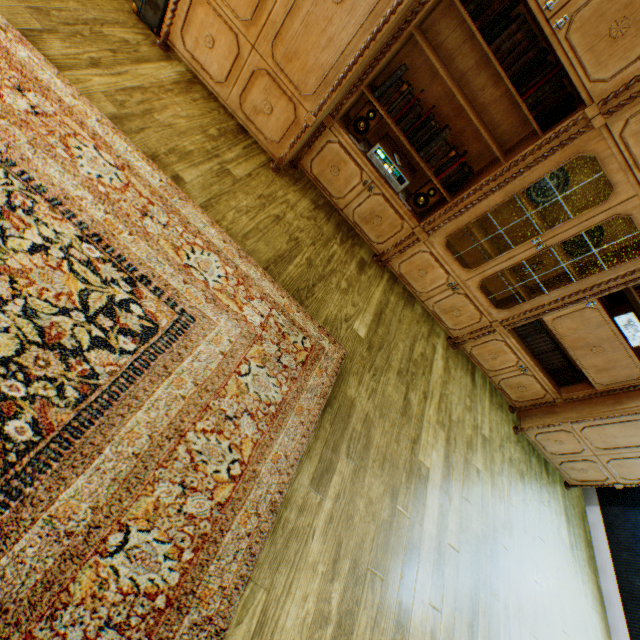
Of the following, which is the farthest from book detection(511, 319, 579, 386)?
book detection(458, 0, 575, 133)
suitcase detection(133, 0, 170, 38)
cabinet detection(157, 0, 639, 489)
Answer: suitcase detection(133, 0, 170, 38)

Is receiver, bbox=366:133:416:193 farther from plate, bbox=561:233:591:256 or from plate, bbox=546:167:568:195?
plate, bbox=561:233:591:256

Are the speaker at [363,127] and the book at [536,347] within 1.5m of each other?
no

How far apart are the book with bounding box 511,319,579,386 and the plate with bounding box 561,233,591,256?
0.8 meters

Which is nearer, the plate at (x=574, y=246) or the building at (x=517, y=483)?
the building at (x=517, y=483)

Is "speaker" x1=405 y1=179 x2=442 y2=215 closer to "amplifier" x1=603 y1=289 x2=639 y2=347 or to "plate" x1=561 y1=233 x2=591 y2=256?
"plate" x1=561 y1=233 x2=591 y2=256

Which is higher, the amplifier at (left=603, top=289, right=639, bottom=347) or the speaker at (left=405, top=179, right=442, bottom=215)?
the amplifier at (left=603, top=289, right=639, bottom=347)

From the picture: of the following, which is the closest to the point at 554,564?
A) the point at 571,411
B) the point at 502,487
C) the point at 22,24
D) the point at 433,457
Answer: the point at 502,487
